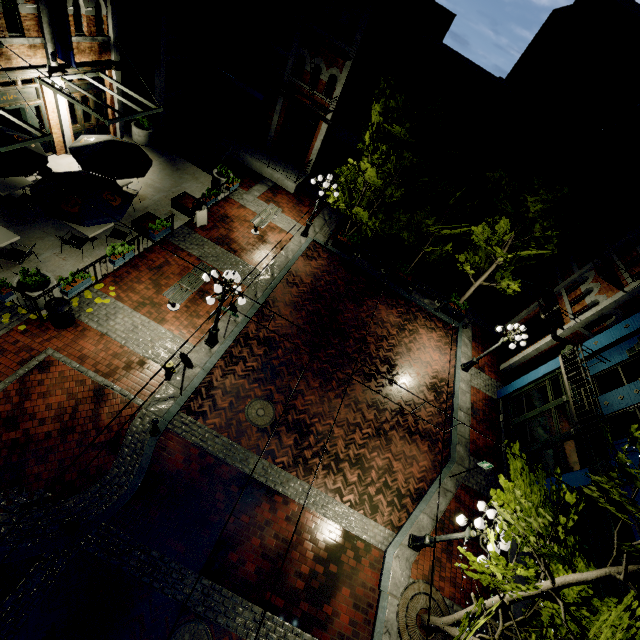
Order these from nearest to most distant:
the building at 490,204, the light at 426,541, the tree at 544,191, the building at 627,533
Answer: the building at 627,533 < the light at 426,541 < the tree at 544,191 < the building at 490,204

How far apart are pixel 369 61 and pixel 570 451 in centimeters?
2164cm

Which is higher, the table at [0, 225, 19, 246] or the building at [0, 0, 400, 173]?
the building at [0, 0, 400, 173]

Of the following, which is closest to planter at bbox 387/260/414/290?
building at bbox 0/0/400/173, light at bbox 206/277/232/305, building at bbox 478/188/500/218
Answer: building at bbox 478/188/500/218

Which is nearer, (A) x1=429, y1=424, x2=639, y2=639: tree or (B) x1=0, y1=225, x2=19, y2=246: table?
(A) x1=429, y1=424, x2=639, y2=639: tree

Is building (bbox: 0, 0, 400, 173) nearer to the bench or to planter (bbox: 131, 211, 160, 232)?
planter (bbox: 131, 211, 160, 232)

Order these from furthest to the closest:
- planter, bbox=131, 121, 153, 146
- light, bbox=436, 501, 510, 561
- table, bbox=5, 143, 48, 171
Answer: planter, bbox=131, 121, 153, 146, table, bbox=5, 143, 48, 171, light, bbox=436, 501, 510, 561

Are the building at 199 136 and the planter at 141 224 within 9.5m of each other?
yes
